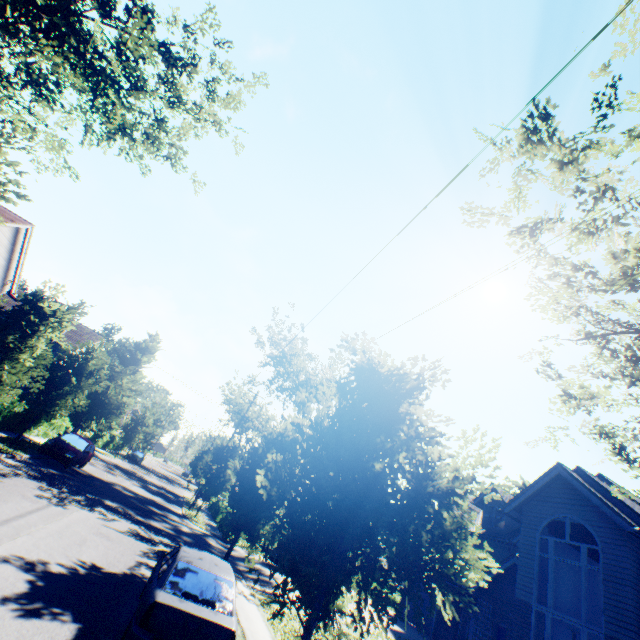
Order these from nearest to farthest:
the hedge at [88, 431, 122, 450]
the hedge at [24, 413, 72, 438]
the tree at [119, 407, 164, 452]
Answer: the hedge at [24, 413, 72, 438] < the hedge at [88, 431, 122, 450] < the tree at [119, 407, 164, 452]

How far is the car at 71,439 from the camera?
18.1 meters

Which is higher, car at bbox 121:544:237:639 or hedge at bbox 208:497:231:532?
car at bbox 121:544:237:639

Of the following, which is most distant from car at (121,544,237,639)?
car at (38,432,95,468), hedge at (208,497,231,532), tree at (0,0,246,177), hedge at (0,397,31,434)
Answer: hedge at (208,497,231,532)

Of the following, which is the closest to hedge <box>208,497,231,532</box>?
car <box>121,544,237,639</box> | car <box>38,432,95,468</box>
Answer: car <box>38,432,95,468</box>

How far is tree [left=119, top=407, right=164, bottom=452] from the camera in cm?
3941

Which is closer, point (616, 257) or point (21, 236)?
point (616, 257)

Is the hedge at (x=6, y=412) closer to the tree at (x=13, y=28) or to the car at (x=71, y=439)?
the tree at (x=13, y=28)
